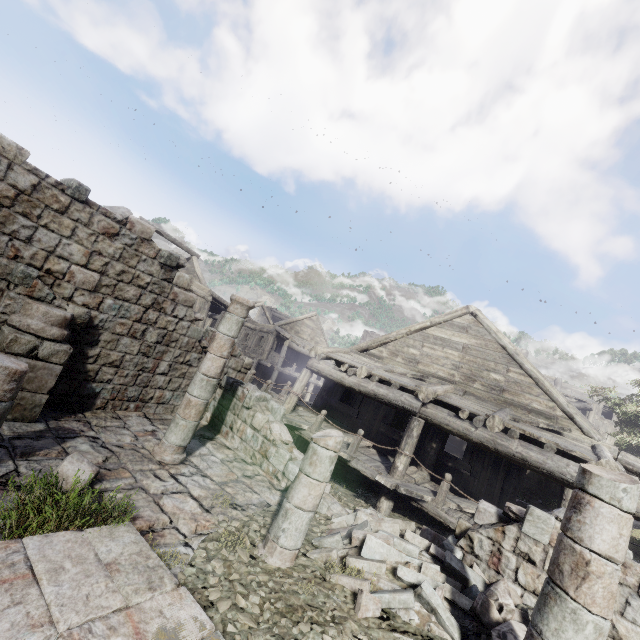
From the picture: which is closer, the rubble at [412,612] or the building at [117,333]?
the building at [117,333]

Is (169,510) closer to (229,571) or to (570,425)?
(229,571)

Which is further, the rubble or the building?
the rubble
